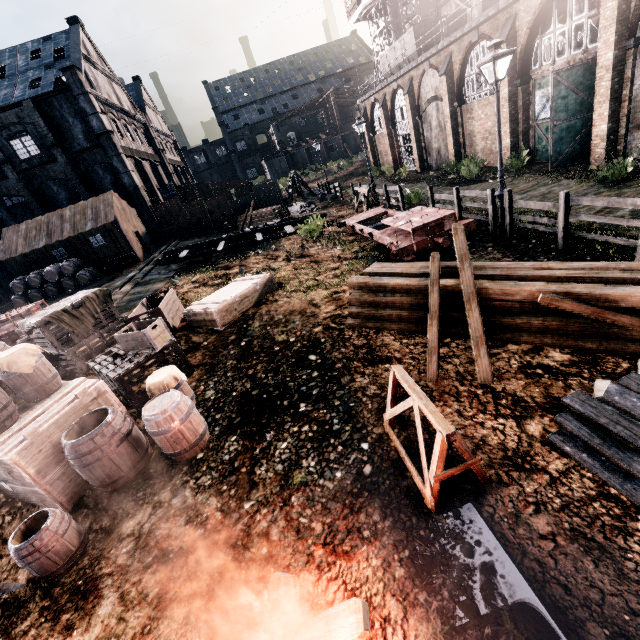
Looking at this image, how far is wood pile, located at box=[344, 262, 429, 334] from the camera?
7.79m

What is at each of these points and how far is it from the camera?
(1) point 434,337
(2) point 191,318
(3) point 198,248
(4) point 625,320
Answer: (1) wooden beam, 6.64m
(2) wooden chest, 11.15m
(3) wooden scaffolding, 24.02m
(4) wooden beam, 5.27m

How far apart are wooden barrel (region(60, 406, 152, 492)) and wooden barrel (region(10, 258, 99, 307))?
22.22m

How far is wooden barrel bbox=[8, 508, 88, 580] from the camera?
4.78m

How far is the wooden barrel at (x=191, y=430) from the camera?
6.07m

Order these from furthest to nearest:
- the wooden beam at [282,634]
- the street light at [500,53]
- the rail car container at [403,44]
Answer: the rail car container at [403,44] < the street light at [500,53] < the wooden beam at [282,634]

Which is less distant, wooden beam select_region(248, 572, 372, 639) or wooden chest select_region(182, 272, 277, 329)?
wooden beam select_region(248, 572, 372, 639)

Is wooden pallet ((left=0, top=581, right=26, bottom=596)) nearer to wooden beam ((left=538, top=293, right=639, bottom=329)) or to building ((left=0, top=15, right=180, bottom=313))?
wooden beam ((left=538, top=293, right=639, bottom=329))
